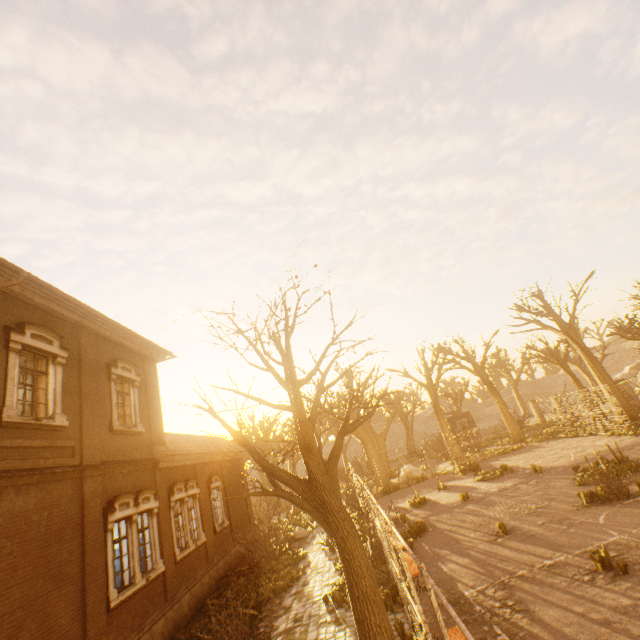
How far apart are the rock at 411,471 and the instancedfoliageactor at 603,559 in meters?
20.6 m

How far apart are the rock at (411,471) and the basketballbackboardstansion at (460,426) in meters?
7.7

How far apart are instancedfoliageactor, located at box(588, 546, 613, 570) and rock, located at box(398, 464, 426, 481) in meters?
20.6 m

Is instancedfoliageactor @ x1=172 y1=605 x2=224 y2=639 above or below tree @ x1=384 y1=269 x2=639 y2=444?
below

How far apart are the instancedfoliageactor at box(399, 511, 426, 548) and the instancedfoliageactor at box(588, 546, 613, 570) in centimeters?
712cm

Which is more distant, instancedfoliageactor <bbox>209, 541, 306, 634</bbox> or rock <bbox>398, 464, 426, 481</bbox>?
rock <bbox>398, 464, 426, 481</bbox>

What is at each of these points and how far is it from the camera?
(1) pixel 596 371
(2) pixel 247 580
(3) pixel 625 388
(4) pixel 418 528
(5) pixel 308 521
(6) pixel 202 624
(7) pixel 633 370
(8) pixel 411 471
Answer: (1) tree, 23.5 meters
(2) instancedfoliageactor, 14.5 meters
(3) fence column, 24.1 meters
(4) instancedfoliageactor, 13.5 meters
(5) instancedfoliageactor, 22.6 meters
(6) instancedfoliageactor, 11.3 meters
(7) rock, 38.9 meters
(8) rock, 27.1 meters

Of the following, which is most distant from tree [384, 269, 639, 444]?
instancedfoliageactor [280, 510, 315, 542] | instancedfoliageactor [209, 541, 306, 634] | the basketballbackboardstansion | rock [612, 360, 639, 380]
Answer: the basketballbackboardstansion
